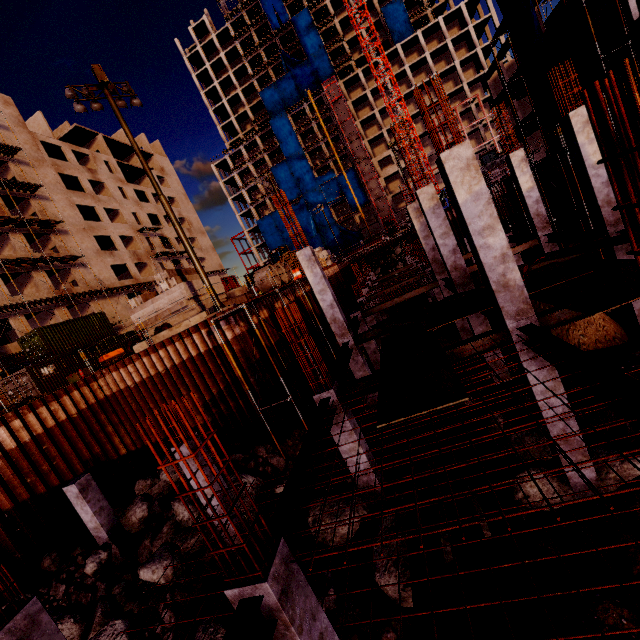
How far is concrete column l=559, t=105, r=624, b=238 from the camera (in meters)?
10.15

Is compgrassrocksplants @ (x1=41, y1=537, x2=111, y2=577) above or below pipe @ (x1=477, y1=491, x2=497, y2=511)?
above

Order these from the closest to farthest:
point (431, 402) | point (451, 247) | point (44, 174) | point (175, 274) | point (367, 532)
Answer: point (431, 402), point (367, 532), point (451, 247), point (175, 274), point (44, 174)

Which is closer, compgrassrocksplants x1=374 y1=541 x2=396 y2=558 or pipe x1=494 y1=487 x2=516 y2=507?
pipe x1=494 y1=487 x2=516 y2=507

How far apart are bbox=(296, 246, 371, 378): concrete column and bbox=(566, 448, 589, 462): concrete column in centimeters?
619cm

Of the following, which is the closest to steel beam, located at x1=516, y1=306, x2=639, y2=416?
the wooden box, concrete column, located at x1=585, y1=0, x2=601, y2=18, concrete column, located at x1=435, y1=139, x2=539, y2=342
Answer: concrete column, located at x1=435, y1=139, x2=539, y2=342

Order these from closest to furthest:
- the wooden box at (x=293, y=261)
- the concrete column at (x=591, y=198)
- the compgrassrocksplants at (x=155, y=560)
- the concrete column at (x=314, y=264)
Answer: the compgrassrocksplants at (x=155, y=560), the concrete column at (x=591, y=198), the concrete column at (x=314, y=264), the wooden box at (x=293, y=261)

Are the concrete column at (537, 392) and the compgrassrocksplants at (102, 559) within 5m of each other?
no
